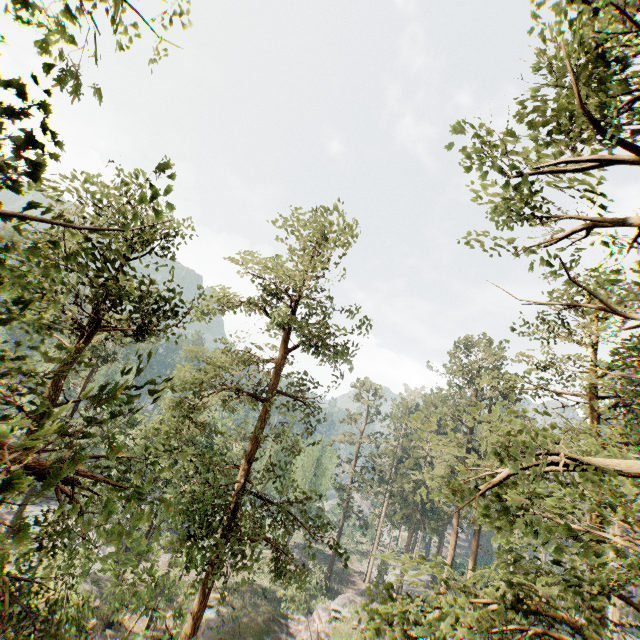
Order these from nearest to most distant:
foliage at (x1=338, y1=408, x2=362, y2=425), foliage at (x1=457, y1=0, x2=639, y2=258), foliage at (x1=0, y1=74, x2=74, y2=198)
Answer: foliage at (x1=0, y1=74, x2=74, y2=198) < foliage at (x1=457, y1=0, x2=639, y2=258) < foliage at (x1=338, y1=408, x2=362, y2=425)

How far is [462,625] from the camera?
4.4 meters

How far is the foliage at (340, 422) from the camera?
51.00m

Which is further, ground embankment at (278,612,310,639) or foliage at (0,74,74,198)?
ground embankment at (278,612,310,639)

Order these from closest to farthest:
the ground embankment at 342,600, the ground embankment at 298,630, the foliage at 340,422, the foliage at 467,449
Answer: the foliage at 467,449
the ground embankment at 298,630
the ground embankment at 342,600
the foliage at 340,422

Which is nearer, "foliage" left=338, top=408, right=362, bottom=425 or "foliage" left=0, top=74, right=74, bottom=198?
"foliage" left=0, top=74, right=74, bottom=198

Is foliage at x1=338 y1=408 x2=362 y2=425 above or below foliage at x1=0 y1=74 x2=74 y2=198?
above

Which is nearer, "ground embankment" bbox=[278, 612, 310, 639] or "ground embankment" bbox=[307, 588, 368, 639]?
"ground embankment" bbox=[278, 612, 310, 639]
